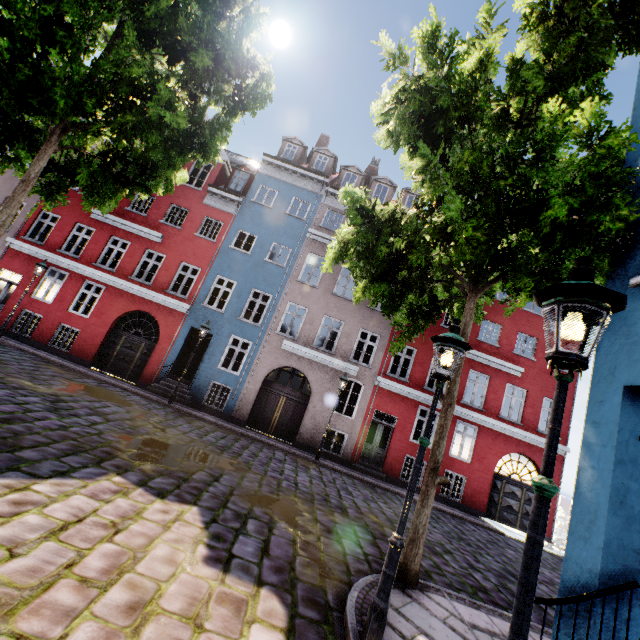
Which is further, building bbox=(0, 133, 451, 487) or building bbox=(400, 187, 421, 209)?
building bbox=(400, 187, 421, 209)

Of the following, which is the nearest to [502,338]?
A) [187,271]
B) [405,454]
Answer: [405,454]

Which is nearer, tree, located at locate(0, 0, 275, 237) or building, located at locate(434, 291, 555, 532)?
tree, located at locate(0, 0, 275, 237)

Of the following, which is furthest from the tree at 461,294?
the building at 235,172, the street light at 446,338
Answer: the street light at 446,338

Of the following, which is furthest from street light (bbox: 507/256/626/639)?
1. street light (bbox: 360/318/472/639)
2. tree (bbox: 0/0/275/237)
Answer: tree (bbox: 0/0/275/237)

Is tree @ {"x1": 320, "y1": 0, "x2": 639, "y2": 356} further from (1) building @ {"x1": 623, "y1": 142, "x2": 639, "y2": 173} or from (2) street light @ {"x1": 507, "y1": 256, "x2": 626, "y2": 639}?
(2) street light @ {"x1": 507, "y1": 256, "x2": 626, "y2": 639}

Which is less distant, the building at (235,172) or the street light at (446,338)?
the street light at (446,338)
